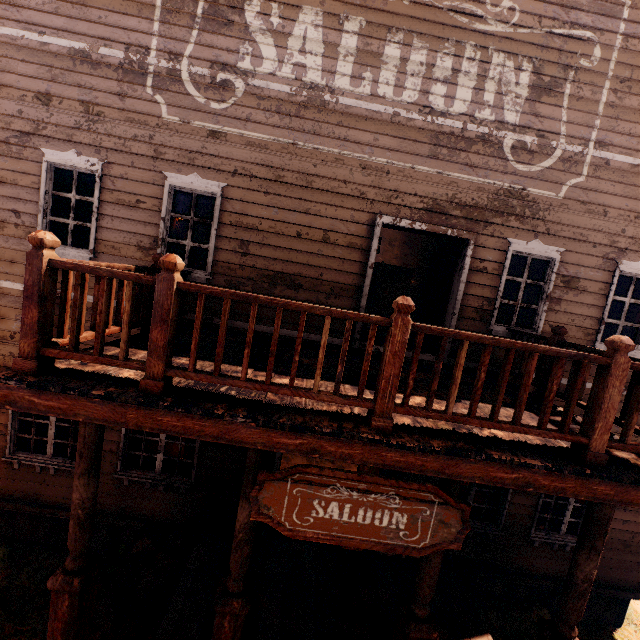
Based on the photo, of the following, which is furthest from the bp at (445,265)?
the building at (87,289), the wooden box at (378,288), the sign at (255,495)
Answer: the sign at (255,495)

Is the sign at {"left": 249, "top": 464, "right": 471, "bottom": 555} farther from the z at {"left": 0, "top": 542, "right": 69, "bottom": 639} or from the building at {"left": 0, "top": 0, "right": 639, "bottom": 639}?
the z at {"left": 0, "top": 542, "right": 69, "bottom": 639}

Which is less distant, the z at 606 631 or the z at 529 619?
the z at 529 619

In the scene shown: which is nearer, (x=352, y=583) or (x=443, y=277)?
(x=352, y=583)

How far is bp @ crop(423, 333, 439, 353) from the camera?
6.7 meters

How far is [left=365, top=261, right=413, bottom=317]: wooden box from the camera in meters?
8.1

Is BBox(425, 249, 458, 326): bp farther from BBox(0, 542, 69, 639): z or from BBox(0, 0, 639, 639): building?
BBox(0, 542, 69, 639): z

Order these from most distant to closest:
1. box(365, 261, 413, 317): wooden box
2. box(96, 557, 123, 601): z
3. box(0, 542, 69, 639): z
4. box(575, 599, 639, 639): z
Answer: box(365, 261, 413, 317): wooden box → box(575, 599, 639, 639): z → box(96, 557, 123, 601): z → box(0, 542, 69, 639): z
